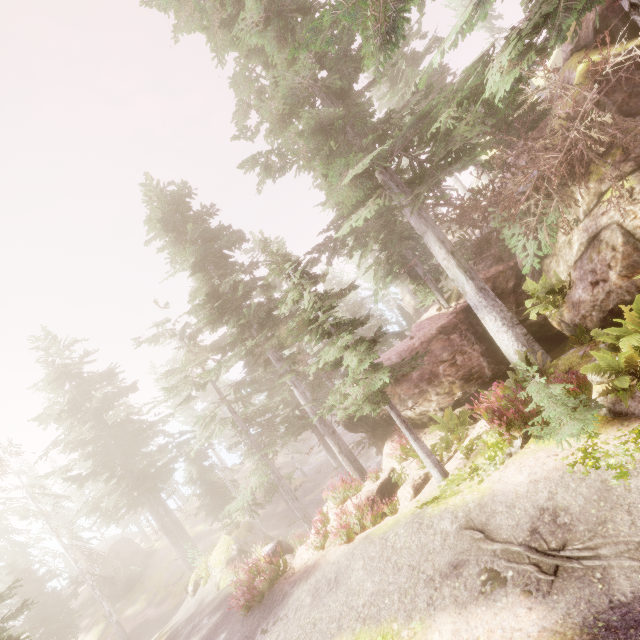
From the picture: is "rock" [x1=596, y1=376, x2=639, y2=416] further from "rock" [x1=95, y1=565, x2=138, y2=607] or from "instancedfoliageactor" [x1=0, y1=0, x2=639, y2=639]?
"rock" [x1=95, y1=565, x2=138, y2=607]

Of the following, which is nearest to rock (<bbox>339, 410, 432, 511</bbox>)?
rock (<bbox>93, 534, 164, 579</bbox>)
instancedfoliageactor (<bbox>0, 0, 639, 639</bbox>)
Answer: instancedfoliageactor (<bbox>0, 0, 639, 639</bbox>)

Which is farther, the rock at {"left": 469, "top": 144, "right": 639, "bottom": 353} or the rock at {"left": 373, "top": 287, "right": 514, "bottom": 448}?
the rock at {"left": 373, "top": 287, "right": 514, "bottom": 448}

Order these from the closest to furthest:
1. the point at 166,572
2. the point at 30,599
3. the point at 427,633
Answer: the point at 427,633, the point at 30,599, the point at 166,572

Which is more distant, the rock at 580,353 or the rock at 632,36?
the rock at 632,36

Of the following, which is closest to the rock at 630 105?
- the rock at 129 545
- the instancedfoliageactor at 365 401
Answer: the instancedfoliageactor at 365 401
